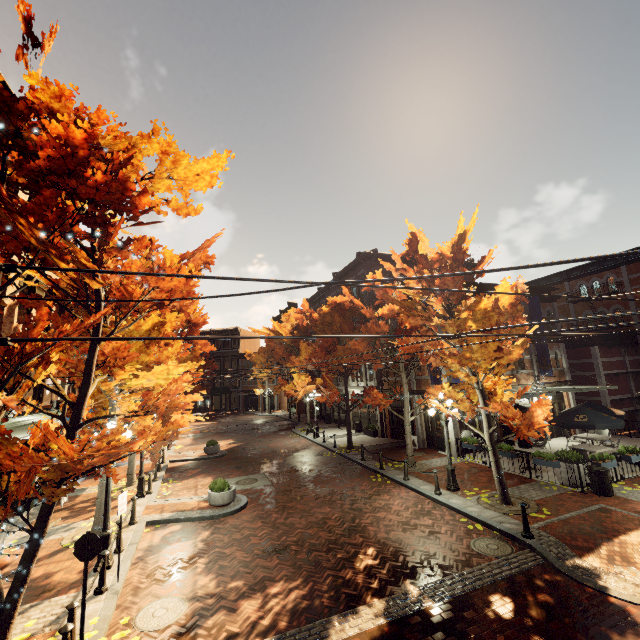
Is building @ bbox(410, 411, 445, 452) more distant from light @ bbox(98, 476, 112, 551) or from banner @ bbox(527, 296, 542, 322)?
light @ bbox(98, 476, 112, 551)

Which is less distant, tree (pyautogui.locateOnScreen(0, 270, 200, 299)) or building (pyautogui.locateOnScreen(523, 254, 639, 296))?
tree (pyautogui.locateOnScreen(0, 270, 200, 299))

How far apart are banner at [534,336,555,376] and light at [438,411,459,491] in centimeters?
1090cm

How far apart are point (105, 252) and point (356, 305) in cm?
1339

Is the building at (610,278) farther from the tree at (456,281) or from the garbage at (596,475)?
the garbage at (596,475)

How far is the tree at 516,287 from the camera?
9.8m

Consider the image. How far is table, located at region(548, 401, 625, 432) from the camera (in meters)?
13.35

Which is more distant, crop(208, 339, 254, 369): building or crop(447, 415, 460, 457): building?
crop(208, 339, 254, 369): building
